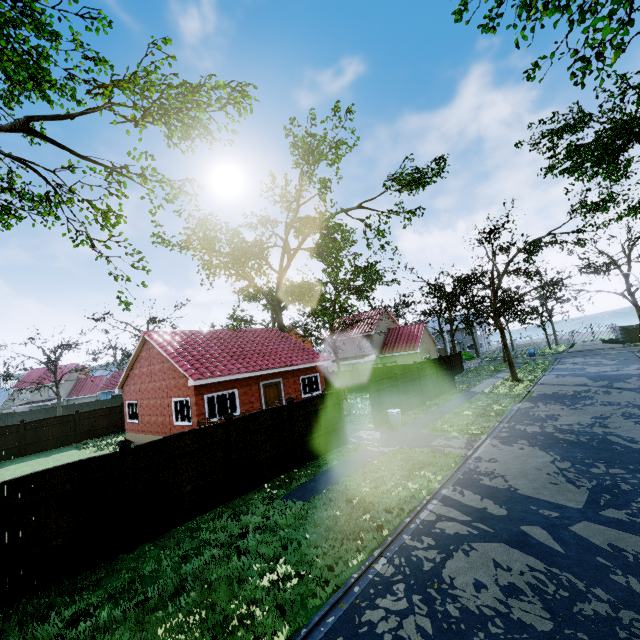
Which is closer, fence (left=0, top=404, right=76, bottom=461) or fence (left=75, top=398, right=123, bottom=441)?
fence (left=0, top=404, right=76, bottom=461)

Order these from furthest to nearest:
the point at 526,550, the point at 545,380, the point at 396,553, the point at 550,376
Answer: the point at 550,376
the point at 545,380
the point at 396,553
the point at 526,550

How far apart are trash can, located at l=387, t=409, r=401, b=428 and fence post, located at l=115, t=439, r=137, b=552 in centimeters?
1155cm

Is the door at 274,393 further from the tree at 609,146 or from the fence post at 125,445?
the fence post at 125,445

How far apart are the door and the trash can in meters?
6.9 m

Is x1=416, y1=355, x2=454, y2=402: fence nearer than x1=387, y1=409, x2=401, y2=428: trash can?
No

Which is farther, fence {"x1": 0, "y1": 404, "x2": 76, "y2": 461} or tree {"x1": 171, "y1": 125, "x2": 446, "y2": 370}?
tree {"x1": 171, "y1": 125, "x2": 446, "y2": 370}

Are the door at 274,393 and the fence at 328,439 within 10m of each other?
yes
